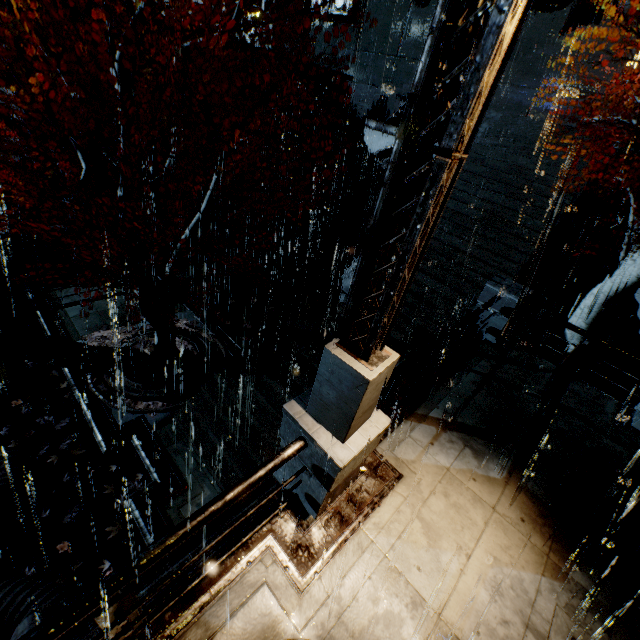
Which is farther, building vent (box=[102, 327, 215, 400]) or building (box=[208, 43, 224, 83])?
building (box=[208, 43, 224, 83])

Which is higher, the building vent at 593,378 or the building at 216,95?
the building at 216,95

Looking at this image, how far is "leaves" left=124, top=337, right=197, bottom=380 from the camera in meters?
11.2

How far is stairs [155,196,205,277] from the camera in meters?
17.0

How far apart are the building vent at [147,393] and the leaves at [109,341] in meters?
0.0 m

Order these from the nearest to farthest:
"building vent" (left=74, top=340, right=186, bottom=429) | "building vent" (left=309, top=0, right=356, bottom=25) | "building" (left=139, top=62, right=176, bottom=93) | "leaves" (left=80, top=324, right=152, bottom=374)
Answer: "building vent" (left=74, top=340, right=186, bottom=429), "leaves" (left=80, top=324, right=152, bottom=374), "building" (left=139, top=62, right=176, bottom=93), "building vent" (left=309, top=0, right=356, bottom=25)

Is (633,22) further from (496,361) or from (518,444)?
(518,444)

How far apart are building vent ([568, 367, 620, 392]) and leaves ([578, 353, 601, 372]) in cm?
1
